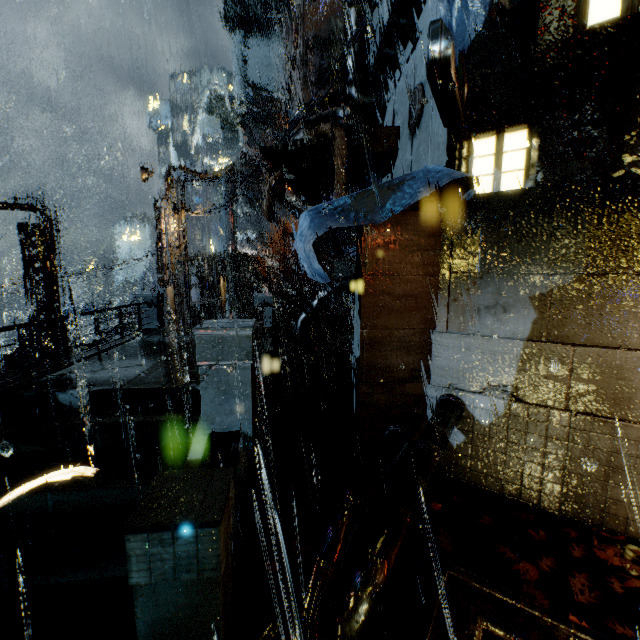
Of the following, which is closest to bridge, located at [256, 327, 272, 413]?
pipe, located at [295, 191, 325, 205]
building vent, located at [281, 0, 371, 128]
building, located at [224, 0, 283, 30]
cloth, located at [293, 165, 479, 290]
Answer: building, located at [224, 0, 283, 30]

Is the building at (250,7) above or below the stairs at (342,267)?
above

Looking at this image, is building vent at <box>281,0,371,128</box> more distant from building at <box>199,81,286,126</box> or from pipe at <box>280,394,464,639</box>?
pipe at <box>280,394,464,639</box>

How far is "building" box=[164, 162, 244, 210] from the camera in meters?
17.7

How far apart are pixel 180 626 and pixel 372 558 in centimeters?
209cm

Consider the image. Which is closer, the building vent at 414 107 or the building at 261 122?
the building vent at 414 107

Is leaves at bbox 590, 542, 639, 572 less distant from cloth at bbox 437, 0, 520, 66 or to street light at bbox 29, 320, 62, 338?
cloth at bbox 437, 0, 520, 66

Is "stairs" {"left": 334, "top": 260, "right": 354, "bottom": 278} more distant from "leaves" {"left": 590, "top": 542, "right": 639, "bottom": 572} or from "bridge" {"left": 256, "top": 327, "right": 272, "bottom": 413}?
"leaves" {"left": 590, "top": 542, "right": 639, "bottom": 572}
